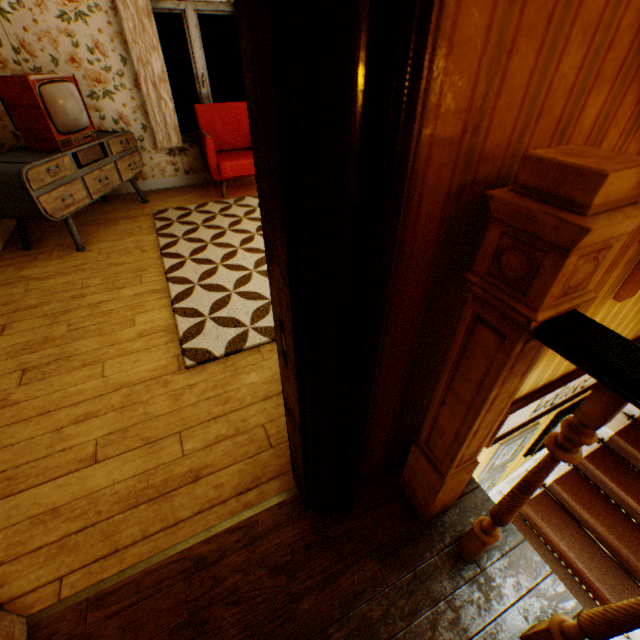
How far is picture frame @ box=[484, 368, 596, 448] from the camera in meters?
2.1

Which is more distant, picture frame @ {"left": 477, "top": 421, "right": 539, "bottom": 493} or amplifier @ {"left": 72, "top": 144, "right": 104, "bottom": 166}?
amplifier @ {"left": 72, "top": 144, "right": 104, "bottom": 166}

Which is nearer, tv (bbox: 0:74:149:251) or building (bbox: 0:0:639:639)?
building (bbox: 0:0:639:639)

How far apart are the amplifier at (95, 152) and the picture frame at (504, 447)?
5.2 meters

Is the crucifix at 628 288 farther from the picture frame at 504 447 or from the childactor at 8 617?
the childactor at 8 617

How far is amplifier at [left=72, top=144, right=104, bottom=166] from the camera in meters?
3.6

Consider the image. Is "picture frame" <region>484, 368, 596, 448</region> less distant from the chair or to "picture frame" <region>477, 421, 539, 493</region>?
"picture frame" <region>477, 421, 539, 493</region>

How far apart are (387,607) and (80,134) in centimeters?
516cm
